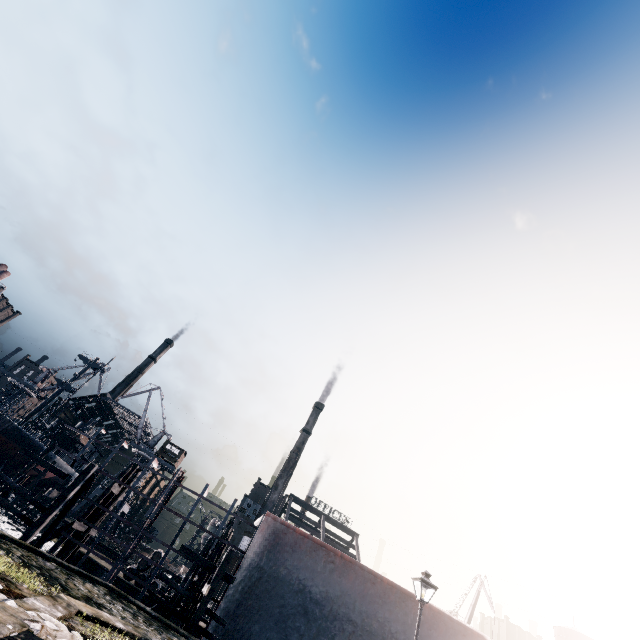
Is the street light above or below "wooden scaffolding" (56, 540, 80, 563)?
above

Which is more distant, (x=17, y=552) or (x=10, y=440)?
(x=10, y=440)

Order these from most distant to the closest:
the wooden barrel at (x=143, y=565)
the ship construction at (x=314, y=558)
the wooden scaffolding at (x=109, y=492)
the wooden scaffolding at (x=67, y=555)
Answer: the wooden barrel at (x=143, y=565) → the wooden scaffolding at (x=109, y=492) → the wooden scaffolding at (x=67, y=555) → the ship construction at (x=314, y=558)

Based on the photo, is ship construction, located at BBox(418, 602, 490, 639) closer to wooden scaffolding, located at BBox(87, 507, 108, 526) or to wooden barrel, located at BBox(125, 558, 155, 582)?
wooden scaffolding, located at BBox(87, 507, 108, 526)

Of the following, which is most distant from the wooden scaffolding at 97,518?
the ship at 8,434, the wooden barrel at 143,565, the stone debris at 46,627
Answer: the ship at 8,434

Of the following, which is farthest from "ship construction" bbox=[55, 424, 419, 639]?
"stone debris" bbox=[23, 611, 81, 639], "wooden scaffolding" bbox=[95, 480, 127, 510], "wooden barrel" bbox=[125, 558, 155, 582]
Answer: "stone debris" bbox=[23, 611, 81, 639]

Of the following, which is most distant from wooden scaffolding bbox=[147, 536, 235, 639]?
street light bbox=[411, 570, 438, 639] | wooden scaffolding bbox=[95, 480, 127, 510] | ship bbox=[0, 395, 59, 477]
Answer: ship bbox=[0, 395, 59, 477]
